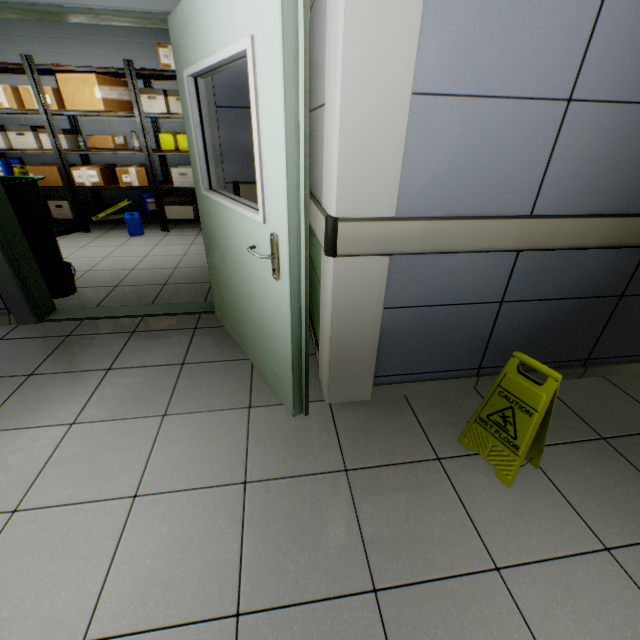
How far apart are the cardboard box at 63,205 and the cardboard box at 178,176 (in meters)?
1.67

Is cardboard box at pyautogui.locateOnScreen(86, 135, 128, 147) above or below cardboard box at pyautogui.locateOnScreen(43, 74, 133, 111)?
below

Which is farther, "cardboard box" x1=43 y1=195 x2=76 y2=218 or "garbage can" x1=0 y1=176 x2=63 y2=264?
"cardboard box" x1=43 y1=195 x2=76 y2=218

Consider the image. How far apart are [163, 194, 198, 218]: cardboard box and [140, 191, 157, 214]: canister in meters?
0.3 m

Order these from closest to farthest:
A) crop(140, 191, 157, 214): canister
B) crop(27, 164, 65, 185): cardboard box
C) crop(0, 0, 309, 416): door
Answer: crop(0, 0, 309, 416): door < crop(27, 164, 65, 185): cardboard box < crop(140, 191, 157, 214): canister

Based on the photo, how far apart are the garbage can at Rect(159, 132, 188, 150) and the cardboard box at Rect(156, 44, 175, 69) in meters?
0.7

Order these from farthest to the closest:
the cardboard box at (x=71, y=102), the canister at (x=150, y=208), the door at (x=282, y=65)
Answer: the canister at (x=150, y=208)
the cardboard box at (x=71, y=102)
the door at (x=282, y=65)

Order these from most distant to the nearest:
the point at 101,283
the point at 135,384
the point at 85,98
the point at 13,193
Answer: the point at 85,98, the point at 101,283, the point at 13,193, the point at 135,384
